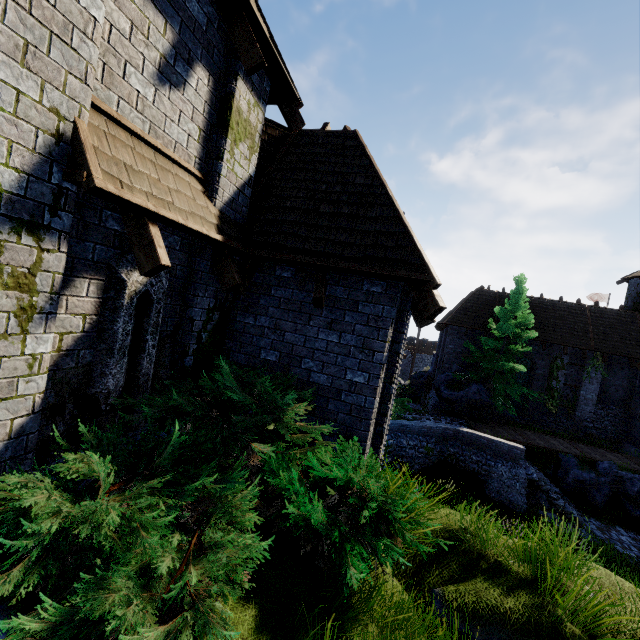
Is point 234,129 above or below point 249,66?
below

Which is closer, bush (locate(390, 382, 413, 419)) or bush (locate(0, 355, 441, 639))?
bush (locate(0, 355, 441, 639))

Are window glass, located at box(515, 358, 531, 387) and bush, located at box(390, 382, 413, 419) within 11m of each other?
yes

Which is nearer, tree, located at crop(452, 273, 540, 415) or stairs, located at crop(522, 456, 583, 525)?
stairs, located at crop(522, 456, 583, 525)

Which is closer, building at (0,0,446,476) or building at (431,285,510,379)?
building at (0,0,446,476)

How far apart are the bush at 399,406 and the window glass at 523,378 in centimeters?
727cm

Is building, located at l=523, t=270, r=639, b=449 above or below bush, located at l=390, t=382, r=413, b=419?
above

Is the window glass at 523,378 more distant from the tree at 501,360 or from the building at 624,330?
the tree at 501,360
